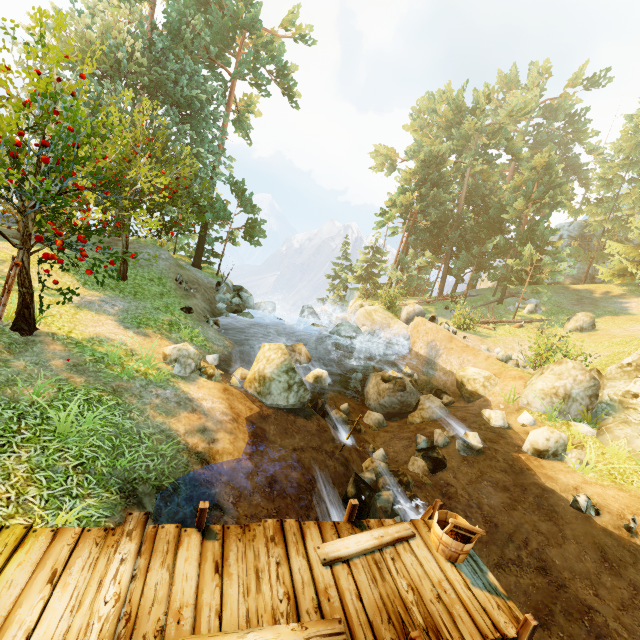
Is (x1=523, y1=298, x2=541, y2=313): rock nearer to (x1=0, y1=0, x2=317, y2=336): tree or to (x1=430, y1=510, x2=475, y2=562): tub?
(x1=0, y1=0, x2=317, y2=336): tree

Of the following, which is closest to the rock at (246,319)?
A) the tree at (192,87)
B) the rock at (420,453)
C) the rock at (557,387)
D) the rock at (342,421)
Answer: the tree at (192,87)

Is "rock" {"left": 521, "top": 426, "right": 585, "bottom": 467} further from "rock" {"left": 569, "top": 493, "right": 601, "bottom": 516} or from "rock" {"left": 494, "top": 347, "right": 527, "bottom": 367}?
"rock" {"left": 494, "top": 347, "right": 527, "bottom": 367}

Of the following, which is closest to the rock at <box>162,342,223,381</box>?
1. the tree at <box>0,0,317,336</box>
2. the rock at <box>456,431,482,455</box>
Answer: the tree at <box>0,0,317,336</box>

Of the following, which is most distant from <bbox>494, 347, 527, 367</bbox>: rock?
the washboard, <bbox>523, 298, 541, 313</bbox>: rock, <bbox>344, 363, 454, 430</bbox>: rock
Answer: the washboard

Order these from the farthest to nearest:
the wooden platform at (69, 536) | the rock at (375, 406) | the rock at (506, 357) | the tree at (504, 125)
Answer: the tree at (504, 125) → the rock at (506, 357) → the rock at (375, 406) → the wooden platform at (69, 536)

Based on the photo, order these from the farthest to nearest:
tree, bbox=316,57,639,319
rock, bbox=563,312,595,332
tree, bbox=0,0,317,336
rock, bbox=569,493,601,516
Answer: tree, bbox=316,57,639,319 → rock, bbox=563,312,595,332 → rock, bbox=569,493,601,516 → tree, bbox=0,0,317,336

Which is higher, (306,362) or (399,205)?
(399,205)
